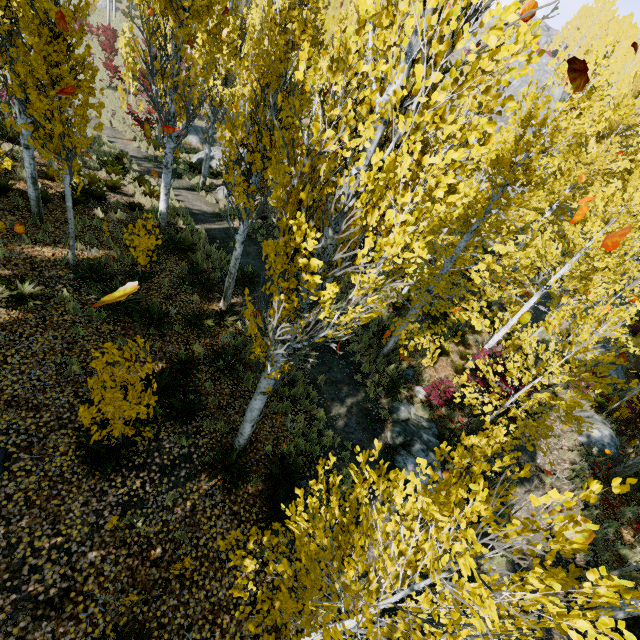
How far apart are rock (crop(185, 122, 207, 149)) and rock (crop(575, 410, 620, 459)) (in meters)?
26.37

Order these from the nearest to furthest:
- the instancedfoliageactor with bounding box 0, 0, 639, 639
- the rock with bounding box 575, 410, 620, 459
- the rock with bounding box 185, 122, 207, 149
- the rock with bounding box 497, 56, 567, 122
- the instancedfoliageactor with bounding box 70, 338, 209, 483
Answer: the instancedfoliageactor with bounding box 0, 0, 639, 639, the instancedfoliageactor with bounding box 70, 338, 209, 483, the rock with bounding box 575, 410, 620, 459, the rock with bounding box 185, 122, 207, 149, the rock with bounding box 497, 56, 567, 122

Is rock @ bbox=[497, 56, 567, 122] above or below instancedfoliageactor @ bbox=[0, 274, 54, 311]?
above

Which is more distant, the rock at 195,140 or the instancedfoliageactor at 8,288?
the rock at 195,140

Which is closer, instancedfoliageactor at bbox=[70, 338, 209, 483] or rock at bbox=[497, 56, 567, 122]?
instancedfoliageactor at bbox=[70, 338, 209, 483]

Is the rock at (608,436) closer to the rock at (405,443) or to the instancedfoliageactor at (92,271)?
the instancedfoliageactor at (92,271)

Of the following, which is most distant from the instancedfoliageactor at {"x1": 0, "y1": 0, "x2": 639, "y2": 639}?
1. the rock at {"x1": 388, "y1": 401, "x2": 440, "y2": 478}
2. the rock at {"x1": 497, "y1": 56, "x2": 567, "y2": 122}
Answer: the rock at {"x1": 388, "y1": 401, "x2": 440, "y2": 478}

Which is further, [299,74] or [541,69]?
[541,69]
